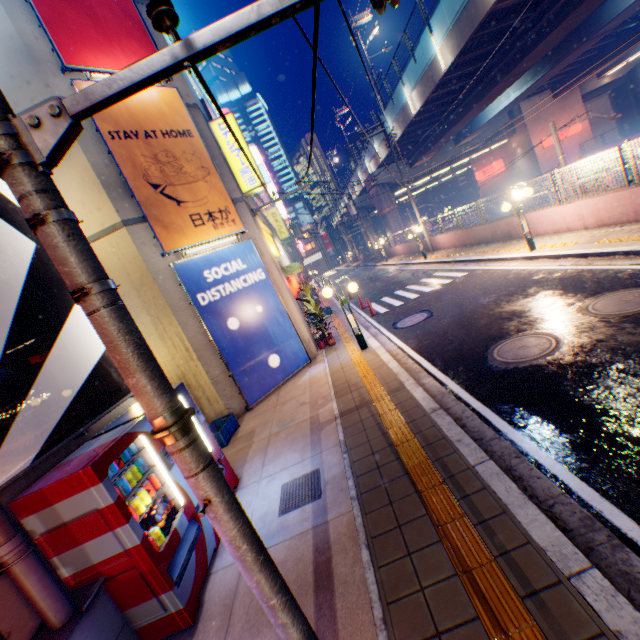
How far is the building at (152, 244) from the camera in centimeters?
761cm

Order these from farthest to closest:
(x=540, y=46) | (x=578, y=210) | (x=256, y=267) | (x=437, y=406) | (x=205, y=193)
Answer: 1. (x=540, y=46)
2. (x=578, y=210)
3. (x=256, y=267)
4. (x=205, y=193)
5. (x=437, y=406)

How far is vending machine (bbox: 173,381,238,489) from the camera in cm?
523

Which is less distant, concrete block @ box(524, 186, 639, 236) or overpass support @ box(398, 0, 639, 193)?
concrete block @ box(524, 186, 639, 236)

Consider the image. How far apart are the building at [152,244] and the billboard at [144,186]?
0.1 meters

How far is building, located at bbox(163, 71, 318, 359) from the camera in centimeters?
973cm

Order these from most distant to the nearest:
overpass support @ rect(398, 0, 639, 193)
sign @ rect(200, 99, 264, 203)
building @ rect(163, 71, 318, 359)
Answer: overpass support @ rect(398, 0, 639, 193) < sign @ rect(200, 99, 264, 203) < building @ rect(163, 71, 318, 359)

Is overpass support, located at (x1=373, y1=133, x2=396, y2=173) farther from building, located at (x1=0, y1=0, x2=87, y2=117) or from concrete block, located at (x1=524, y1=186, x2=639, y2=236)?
building, located at (x1=0, y1=0, x2=87, y2=117)
